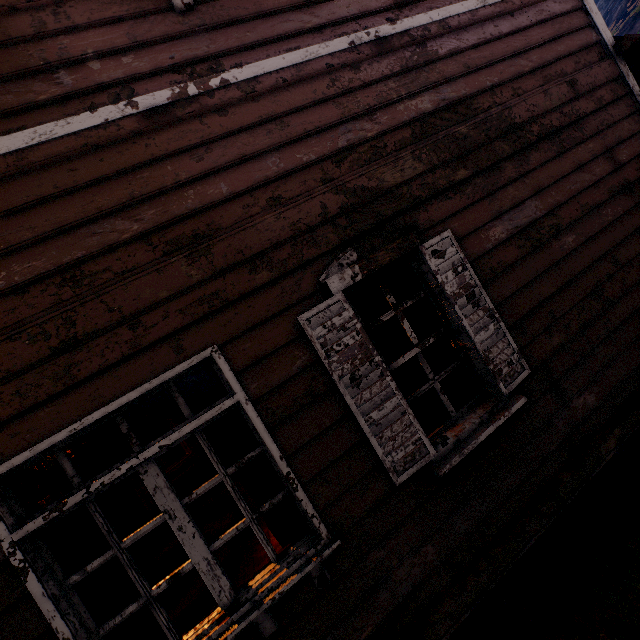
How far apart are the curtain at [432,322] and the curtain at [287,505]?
1.5 meters

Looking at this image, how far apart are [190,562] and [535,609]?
2.7m

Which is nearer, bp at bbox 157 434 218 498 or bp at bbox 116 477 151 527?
bp at bbox 116 477 151 527

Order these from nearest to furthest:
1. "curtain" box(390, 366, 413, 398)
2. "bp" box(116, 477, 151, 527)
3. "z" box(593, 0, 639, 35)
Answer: "curtain" box(390, 366, 413, 398) < "bp" box(116, 477, 151, 527) < "z" box(593, 0, 639, 35)

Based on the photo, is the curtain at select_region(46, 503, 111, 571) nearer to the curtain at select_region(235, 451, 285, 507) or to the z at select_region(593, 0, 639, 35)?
the curtain at select_region(235, 451, 285, 507)

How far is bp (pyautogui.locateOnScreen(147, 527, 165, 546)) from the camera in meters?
5.9

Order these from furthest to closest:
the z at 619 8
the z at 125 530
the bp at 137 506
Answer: the z at 619 8 < the z at 125 530 < the bp at 137 506

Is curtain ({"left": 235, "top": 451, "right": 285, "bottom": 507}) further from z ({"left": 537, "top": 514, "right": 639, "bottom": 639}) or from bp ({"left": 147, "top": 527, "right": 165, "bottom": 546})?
bp ({"left": 147, "top": 527, "right": 165, "bottom": 546})
